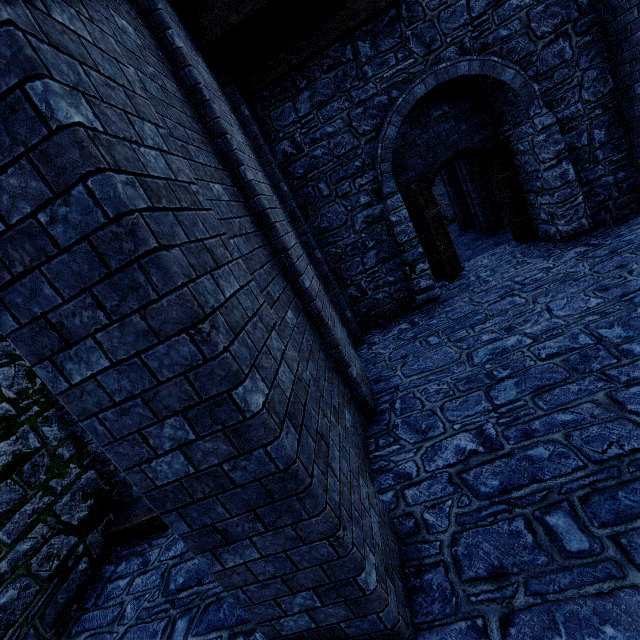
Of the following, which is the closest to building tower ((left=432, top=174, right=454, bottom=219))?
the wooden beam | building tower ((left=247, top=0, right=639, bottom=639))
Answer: building tower ((left=247, top=0, right=639, bottom=639))

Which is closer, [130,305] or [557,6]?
[130,305]

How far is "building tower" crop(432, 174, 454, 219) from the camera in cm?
2052

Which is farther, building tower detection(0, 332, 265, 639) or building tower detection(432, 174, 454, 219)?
building tower detection(432, 174, 454, 219)

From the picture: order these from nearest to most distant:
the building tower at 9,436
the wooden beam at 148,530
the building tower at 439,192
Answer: the building tower at 9,436 → the wooden beam at 148,530 → the building tower at 439,192

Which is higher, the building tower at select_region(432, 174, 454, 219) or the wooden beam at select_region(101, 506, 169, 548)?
the building tower at select_region(432, 174, 454, 219)

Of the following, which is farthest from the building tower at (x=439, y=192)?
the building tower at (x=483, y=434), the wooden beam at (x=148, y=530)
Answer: the wooden beam at (x=148, y=530)

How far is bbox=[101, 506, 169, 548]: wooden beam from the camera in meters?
4.8 m
